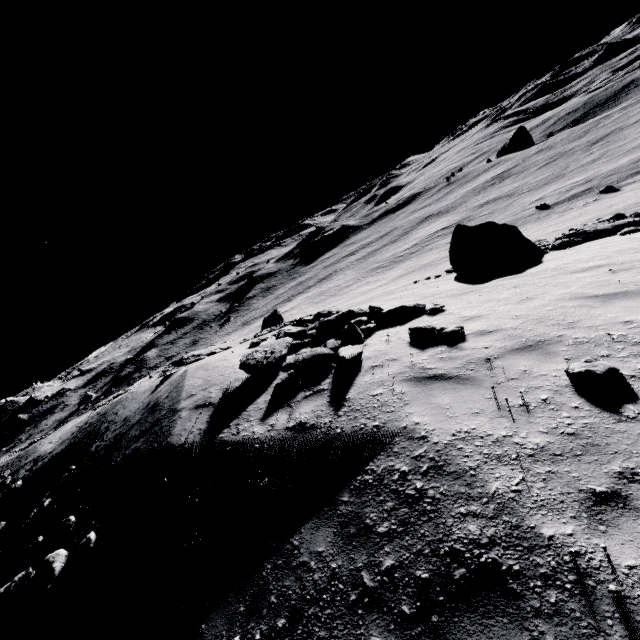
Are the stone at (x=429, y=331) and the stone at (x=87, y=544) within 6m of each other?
no

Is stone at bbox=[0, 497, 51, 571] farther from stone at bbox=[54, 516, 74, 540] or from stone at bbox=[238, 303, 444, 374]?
stone at bbox=[238, 303, 444, 374]

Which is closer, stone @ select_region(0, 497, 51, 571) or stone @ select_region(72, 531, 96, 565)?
stone @ select_region(72, 531, 96, 565)

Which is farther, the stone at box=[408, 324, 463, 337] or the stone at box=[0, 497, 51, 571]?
the stone at box=[0, 497, 51, 571]

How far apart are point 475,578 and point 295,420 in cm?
361

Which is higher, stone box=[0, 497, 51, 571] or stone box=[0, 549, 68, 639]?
stone box=[0, 549, 68, 639]

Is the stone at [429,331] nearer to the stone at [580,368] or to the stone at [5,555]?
the stone at [580,368]

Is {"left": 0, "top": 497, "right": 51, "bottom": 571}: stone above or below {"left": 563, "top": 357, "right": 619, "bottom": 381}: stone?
below
